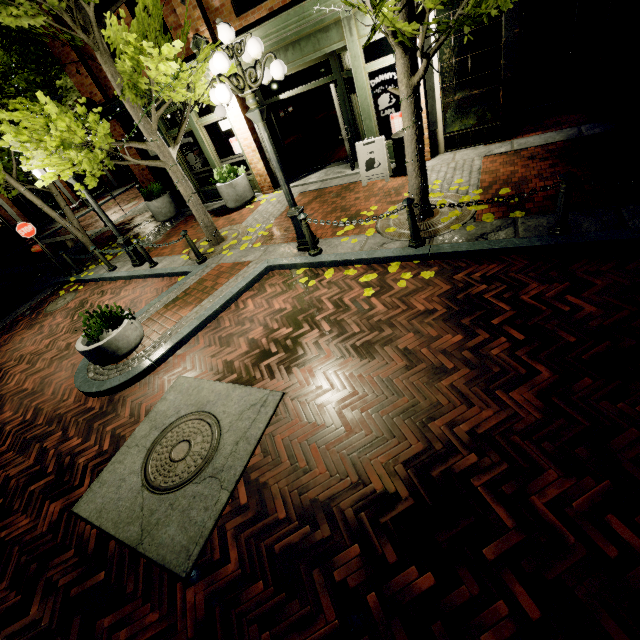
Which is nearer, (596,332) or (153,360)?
(596,332)

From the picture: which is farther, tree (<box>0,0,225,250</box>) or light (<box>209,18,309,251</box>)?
tree (<box>0,0,225,250</box>)

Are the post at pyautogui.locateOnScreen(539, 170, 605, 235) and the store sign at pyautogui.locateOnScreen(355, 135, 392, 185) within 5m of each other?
yes

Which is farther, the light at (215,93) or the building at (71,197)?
the building at (71,197)

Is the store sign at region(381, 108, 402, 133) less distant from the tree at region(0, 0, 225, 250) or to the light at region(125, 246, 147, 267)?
the tree at region(0, 0, 225, 250)

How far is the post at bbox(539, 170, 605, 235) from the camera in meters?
4.1

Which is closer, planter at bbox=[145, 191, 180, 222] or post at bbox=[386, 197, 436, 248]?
post at bbox=[386, 197, 436, 248]

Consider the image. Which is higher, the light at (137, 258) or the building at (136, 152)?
the building at (136, 152)
